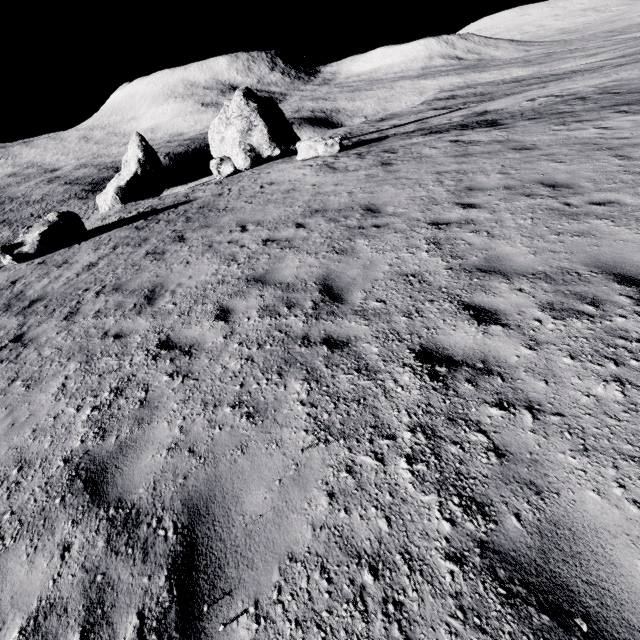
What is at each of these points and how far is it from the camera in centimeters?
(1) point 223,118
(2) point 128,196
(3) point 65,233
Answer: (1) stone, 2634cm
(2) stone, 2914cm
(3) stone, 1362cm

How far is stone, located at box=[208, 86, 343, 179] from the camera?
20.25m

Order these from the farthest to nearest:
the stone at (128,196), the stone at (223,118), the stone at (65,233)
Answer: the stone at (128,196) → the stone at (223,118) → the stone at (65,233)

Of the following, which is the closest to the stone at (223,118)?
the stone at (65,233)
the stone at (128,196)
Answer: the stone at (128,196)

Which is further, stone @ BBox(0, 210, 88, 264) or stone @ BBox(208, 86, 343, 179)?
stone @ BBox(208, 86, 343, 179)

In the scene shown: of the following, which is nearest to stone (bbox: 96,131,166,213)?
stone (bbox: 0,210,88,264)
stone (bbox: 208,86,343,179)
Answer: stone (bbox: 208,86,343,179)

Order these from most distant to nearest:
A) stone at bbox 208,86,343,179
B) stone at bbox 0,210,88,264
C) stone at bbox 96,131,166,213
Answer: stone at bbox 96,131,166,213
stone at bbox 208,86,343,179
stone at bbox 0,210,88,264
